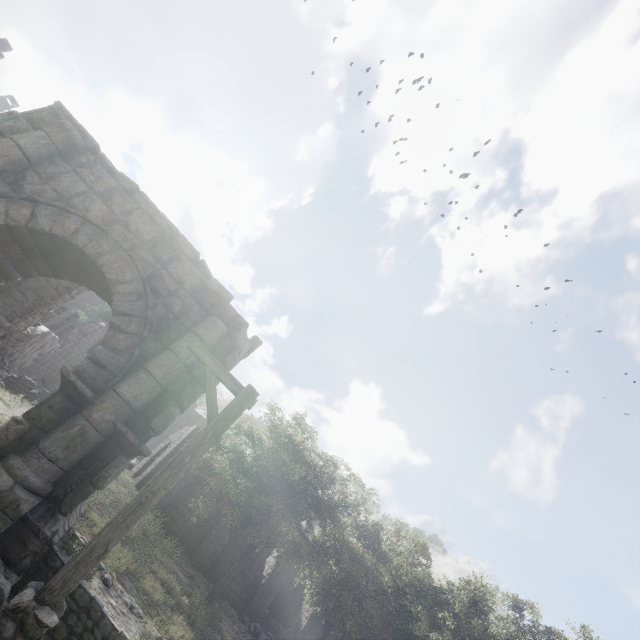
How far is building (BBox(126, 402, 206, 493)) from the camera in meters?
23.9 m

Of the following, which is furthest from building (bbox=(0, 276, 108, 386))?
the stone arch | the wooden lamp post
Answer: the wooden lamp post

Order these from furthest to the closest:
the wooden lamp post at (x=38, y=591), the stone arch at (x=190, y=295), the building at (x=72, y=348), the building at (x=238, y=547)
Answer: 1. the building at (x=238, y=547)
2. the building at (x=72, y=348)
3. the stone arch at (x=190, y=295)
4. the wooden lamp post at (x=38, y=591)

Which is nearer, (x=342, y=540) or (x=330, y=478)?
(x=330, y=478)

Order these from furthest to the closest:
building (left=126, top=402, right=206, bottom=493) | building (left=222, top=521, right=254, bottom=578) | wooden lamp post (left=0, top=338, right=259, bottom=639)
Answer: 1. building (left=126, top=402, right=206, bottom=493)
2. building (left=222, top=521, right=254, bottom=578)
3. wooden lamp post (left=0, top=338, right=259, bottom=639)

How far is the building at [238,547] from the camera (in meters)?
21.03
